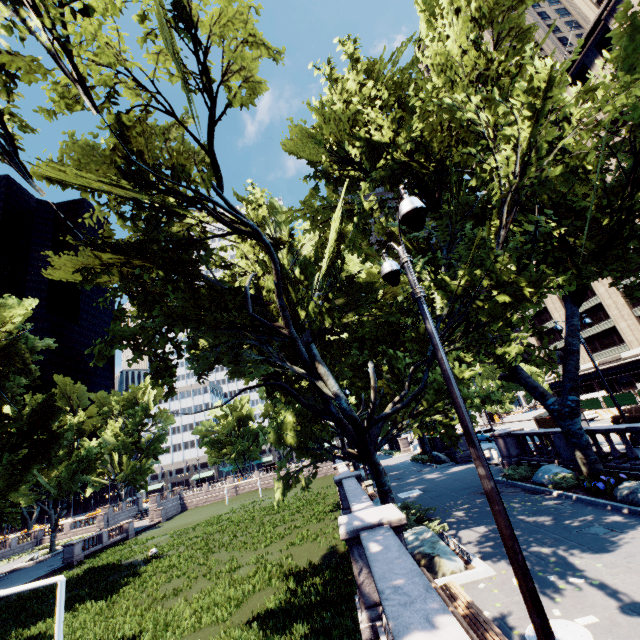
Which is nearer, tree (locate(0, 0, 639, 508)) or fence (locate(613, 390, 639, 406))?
tree (locate(0, 0, 639, 508))

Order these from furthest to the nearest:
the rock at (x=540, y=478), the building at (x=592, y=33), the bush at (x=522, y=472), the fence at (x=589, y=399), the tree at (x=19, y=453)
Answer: the building at (x=592, y=33) → the fence at (x=589, y=399) → the tree at (x=19, y=453) → the bush at (x=522, y=472) → the rock at (x=540, y=478)

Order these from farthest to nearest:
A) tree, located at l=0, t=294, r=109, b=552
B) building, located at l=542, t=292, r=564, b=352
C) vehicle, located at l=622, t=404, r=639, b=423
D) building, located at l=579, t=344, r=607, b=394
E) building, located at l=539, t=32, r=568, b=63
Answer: building, located at l=539, t=32, r=568, b=63
building, located at l=542, t=292, r=564, b=352
building, located at l=579, t=344, r=607, b=394
tree, located at l=0, t=294, r=109, b=552
vehicle, located at l=622, t=404, r=639, b=423

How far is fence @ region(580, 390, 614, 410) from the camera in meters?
32.3 m

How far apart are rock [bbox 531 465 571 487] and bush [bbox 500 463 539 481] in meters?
0.1

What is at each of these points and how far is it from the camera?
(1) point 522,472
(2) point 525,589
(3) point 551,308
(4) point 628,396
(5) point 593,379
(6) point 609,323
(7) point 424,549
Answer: (1) bush, 16.5m
(2) light, 4.0m
(3) building, 56.9m
(4) fence, 30.1m
(5) building, 51.5m
(6) building, 47.2m
(7) rock, 9.4m

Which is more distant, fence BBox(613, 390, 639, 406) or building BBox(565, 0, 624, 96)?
building BBox(565, 0, 624, 96)

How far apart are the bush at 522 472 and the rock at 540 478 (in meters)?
0.08
